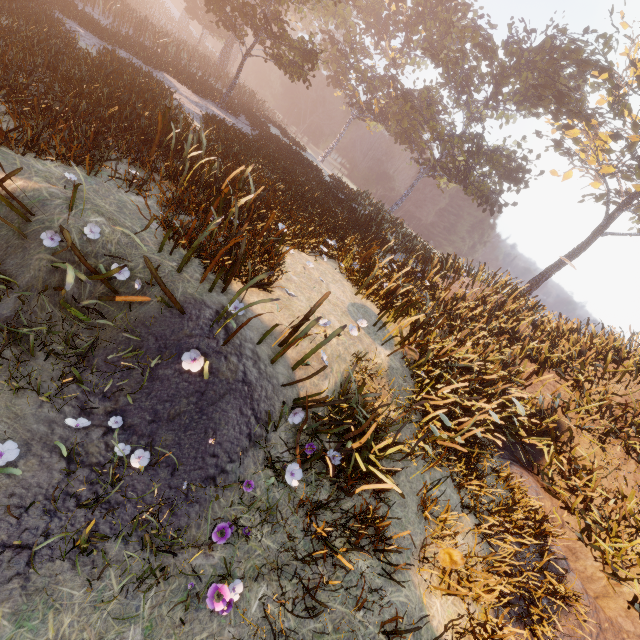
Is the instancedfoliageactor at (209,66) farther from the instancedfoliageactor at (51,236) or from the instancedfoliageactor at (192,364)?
the instancedfoliageactor at (192,364)

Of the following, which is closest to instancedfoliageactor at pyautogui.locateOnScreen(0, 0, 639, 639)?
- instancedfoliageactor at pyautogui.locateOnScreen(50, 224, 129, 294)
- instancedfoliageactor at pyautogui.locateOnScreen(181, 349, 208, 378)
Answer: instancedfoliageactor at pyautogui.locateOnScreen(50, 224, 129, 294)

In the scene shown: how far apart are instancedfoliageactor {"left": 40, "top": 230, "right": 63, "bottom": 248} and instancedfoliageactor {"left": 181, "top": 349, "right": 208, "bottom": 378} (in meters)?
1.29

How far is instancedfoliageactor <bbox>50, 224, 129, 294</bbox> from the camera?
3.41m

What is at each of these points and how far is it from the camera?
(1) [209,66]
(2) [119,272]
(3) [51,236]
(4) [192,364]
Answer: (1) instancedfoliageactor, 28.3m
(2) instancedfoliageactor, 4.4m
(3) instancedfoliageactor, 3.8m
(4) instancedfoliageactor, 3.8m

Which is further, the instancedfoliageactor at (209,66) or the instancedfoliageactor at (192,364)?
the instancedfoliageactor at (209,66)

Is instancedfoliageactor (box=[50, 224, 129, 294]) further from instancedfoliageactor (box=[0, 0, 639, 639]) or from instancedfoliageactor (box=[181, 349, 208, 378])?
instancedfoliageactor (box=[0, 0, 639, 639])

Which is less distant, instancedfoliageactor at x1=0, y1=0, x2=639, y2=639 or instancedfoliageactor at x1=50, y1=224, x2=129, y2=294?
instancedfoliageactor at x1=50, y1=224, x2=129, y2=294
